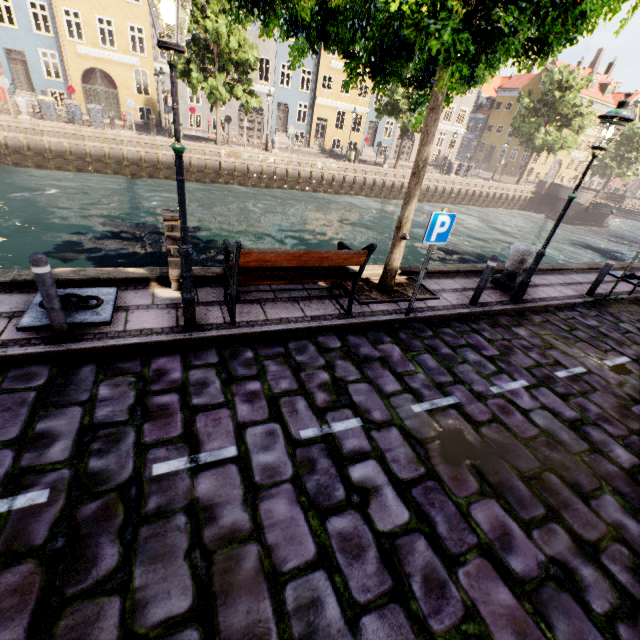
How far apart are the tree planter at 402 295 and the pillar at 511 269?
2.2m

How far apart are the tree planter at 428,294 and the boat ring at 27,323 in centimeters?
399cm

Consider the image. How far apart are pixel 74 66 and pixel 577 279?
34.9m

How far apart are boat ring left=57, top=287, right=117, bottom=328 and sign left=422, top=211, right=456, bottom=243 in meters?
4.8 m

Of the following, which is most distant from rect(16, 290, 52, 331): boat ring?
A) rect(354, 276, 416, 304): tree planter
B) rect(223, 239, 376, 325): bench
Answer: rect(354, 276, 416, 304): tree planter

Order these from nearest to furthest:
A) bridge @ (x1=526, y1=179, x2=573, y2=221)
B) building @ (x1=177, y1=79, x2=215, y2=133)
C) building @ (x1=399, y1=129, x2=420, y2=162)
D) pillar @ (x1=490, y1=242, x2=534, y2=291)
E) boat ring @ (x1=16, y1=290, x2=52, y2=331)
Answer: boat ring @ (x1=16, y1=290, x2=52, y2=331)
pillar @ (x1=490, y1=242, x2=534, y2=291)
building @ (x1=177, y1=79, x2=215, y2=133)
bridge @ (x1=526, y1=179, x2=573, y2=221)
building @ (x1=399, y1=129, x2=420, y2=162)

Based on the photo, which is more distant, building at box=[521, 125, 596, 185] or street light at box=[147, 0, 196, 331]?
building at box=[521, 125, 596, 185]

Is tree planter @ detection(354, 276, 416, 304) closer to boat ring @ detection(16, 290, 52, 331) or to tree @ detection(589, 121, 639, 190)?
tree @ detection(589, 121, 639, 190)
